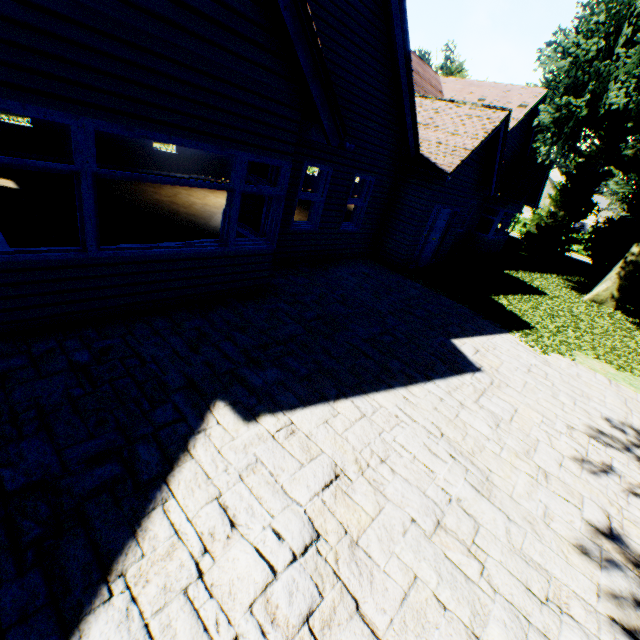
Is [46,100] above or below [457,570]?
above
